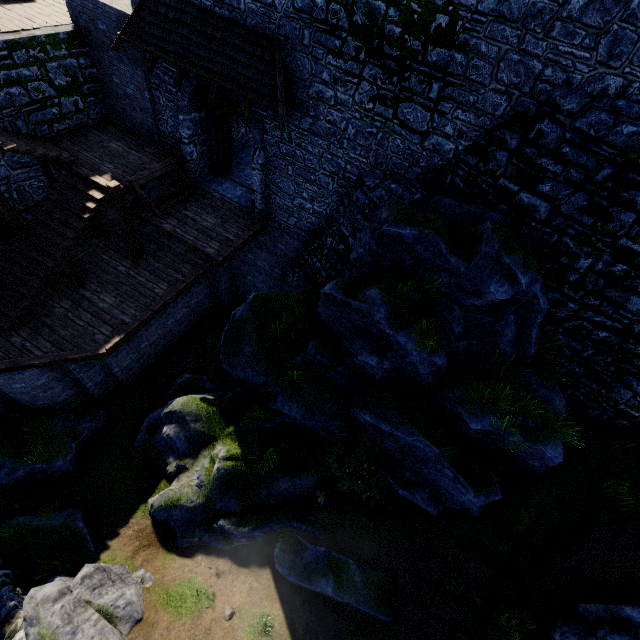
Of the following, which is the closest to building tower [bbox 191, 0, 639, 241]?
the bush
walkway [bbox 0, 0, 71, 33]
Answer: walkway [bbox 0, 0, 71, 33]

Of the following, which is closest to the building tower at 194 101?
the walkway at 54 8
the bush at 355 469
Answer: the walkway at 54 8

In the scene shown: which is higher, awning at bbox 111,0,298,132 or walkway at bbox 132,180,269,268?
awning at bbox 111,0,298,132

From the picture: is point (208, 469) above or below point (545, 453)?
below

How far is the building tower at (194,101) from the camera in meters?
10.5 m

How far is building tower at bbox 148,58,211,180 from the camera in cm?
1053

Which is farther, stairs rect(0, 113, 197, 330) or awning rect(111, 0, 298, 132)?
stairs rect(0, 113, 197, 330)

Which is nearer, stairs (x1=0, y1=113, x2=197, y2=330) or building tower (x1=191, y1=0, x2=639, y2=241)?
building tower (x1=191, y1=0, x2=639, y2=241)
